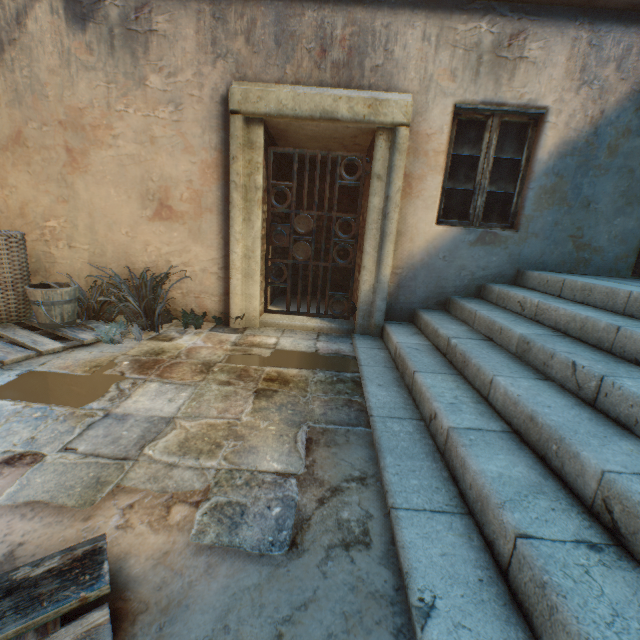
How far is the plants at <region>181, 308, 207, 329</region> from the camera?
4.0 meters

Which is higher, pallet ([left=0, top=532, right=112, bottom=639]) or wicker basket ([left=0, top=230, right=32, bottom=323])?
wicker basket ([left=0, top=230, right=32, bottom=323])

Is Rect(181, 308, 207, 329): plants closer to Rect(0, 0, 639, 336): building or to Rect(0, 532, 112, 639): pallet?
Rect(0, 0, 639, 336): building

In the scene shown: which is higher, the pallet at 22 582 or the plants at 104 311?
the plants at 104 311

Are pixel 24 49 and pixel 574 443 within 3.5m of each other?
no

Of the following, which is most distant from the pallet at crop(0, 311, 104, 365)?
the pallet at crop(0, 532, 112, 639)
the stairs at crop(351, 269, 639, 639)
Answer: the stairs at crop(351, 269, 639, 639)

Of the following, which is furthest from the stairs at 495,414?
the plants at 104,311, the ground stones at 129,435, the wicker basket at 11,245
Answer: the wicker basket at 11,245

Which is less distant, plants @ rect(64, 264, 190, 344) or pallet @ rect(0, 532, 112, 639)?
pallet @ rect(0, 532, 112, 639)
